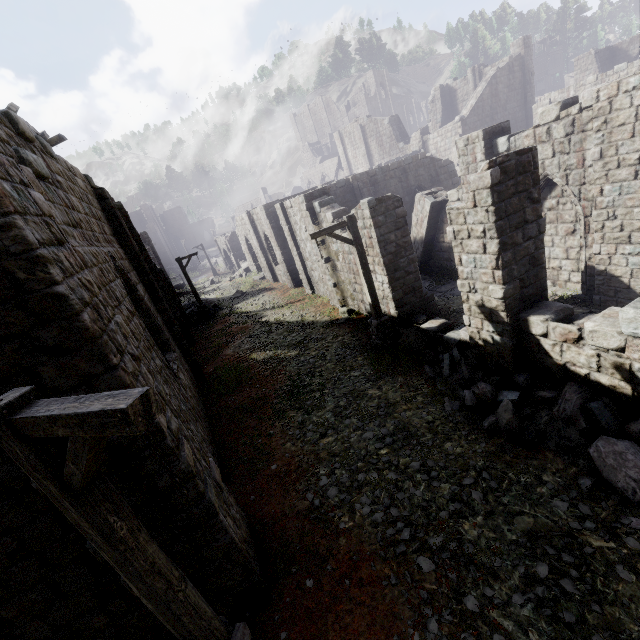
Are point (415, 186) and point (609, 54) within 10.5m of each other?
no

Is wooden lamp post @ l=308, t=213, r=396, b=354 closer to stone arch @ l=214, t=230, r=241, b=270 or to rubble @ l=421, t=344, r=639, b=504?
rubble @ l=421, t=344, r=639, b=504

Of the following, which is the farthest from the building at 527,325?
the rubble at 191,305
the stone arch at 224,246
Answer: the stone arch at 224,246

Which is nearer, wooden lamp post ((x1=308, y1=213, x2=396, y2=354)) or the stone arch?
wooden lamp post ((x1=308, y1=213, x2=396, y2=354))

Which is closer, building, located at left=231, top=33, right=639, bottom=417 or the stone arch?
building, located at left=231, top=33, right=639, bottom=417

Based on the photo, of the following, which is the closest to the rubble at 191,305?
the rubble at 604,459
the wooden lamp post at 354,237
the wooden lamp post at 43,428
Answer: the wooden lamp post at 354,237

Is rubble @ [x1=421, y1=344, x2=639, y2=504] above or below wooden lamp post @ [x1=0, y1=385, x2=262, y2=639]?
below

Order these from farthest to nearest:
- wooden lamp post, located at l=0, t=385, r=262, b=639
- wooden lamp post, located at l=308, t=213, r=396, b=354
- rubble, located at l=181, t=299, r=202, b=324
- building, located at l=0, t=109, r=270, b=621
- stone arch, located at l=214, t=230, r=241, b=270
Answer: stone arch, located at l=214, t=230, r=241, b=270 → rubble, located at l=181, t=299, r=202, b=324 → wooden lamp post, located at l=308, t=213, r=396, b=354 → building, located at l=0, t=109, r=270, b=621 → wooden lamp post, located at l=0, t=385, r=262, b=639
